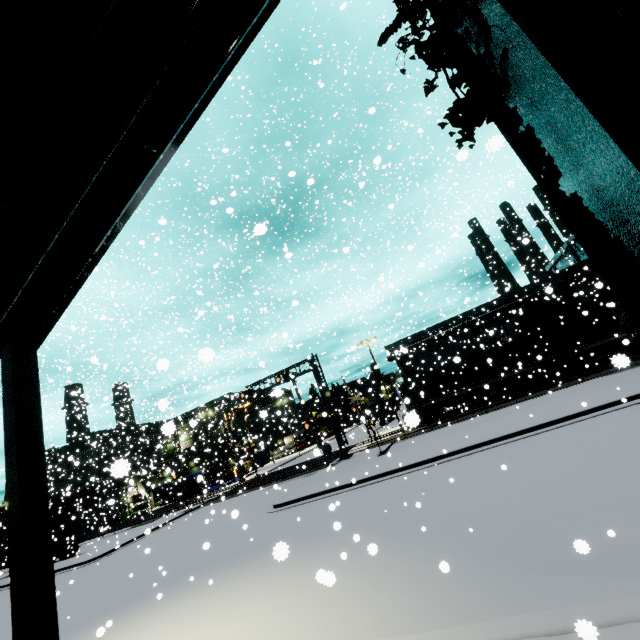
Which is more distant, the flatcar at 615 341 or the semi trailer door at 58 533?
Result: the semi trailer door at 58 533

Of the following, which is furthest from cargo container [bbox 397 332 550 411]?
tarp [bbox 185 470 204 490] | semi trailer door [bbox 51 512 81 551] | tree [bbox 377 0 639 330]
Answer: semi trailer door [bbox 51 512 81 551]

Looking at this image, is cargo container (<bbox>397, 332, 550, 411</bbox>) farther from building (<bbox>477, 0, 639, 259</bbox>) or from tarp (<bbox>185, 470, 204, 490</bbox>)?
tarp (<bbox>185, 470, 204, 490</bbox>)

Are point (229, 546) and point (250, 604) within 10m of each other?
yes

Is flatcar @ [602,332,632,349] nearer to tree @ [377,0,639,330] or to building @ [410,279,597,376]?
building @ [410,279,597,376]

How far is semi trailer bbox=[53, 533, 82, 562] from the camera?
30.43m

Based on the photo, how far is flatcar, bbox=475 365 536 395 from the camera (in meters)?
26.48

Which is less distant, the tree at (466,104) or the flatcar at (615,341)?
the tree at (466,104)
